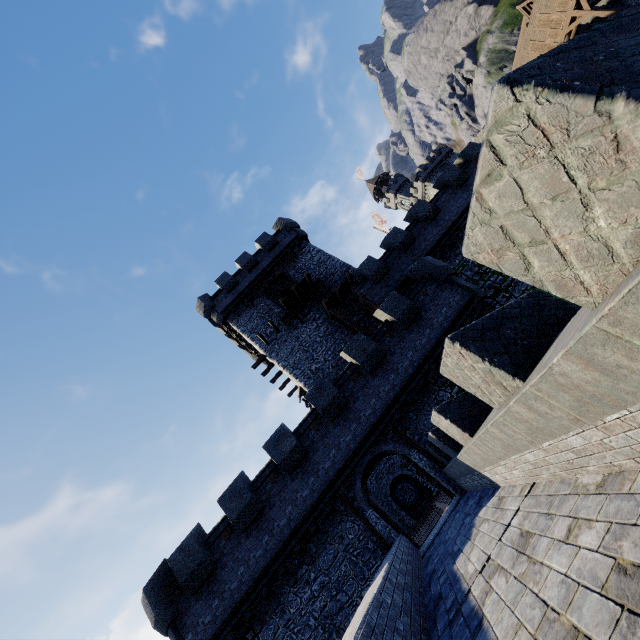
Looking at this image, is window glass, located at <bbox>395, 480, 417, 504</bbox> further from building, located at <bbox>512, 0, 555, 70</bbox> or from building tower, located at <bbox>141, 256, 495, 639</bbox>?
building, located at <bbox>512, 0, 555, 70</bbox>

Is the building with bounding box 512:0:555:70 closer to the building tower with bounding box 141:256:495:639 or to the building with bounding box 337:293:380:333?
the building with bounding box 337:293:380:333

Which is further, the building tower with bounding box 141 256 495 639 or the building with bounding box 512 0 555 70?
the building with bounding box 512 0 555 70

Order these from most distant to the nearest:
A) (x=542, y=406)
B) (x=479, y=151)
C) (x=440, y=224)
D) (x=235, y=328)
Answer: (x=235, y=328)
(x=479, y=151)
(x=440, y=224)
(x=542, y=406)

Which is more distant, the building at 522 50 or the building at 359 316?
the building at 522 50

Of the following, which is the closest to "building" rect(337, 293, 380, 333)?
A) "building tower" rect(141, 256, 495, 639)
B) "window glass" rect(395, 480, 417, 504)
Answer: "building tower" rect(141, 256, 495, 639)

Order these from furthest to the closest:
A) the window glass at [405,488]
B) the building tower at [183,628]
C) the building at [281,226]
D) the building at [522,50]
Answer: the building at [522,50], the window glass at [405,488], the building at [281,226], the building tower at [183,628]

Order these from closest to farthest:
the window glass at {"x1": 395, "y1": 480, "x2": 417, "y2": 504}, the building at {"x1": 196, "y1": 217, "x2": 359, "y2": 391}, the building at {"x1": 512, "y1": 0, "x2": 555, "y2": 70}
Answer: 1. the building at {"x1": 196, "y1": 217, "x2": 359, "y2": 391}
2. the window glass at {"x1": 395, "y1": 480, "x2": 417, "y2": 504}
3. the building at {"x1": 512, "y1": 0, "x2": 555, "y2": 70}
